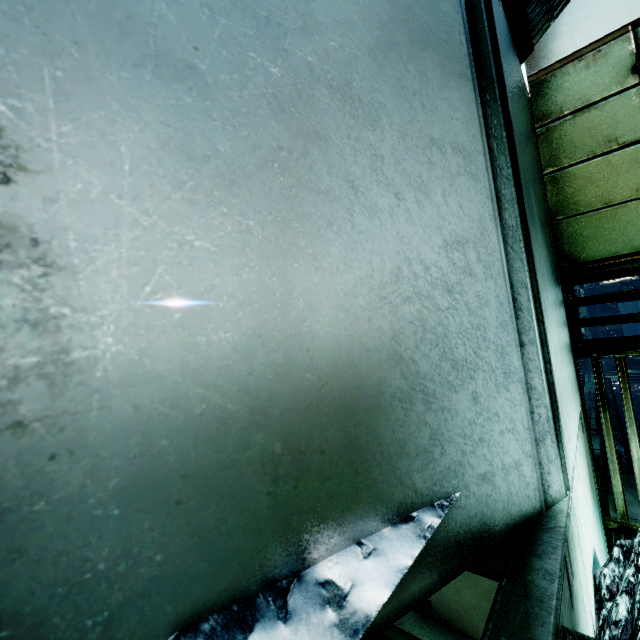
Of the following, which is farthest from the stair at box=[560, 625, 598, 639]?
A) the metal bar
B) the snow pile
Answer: the metal bar

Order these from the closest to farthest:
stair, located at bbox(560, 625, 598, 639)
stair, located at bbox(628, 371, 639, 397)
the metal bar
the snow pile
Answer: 1. stair, located at bbox(560, 625, 598, 639)
2. the snow pile
3. the metal bar
4. stair, located at bbox(628, 371, 639, 397)

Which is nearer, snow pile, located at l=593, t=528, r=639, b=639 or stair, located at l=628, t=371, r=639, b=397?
snow pile, located at l=593, t=528, r=639, b=639

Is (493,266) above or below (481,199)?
below

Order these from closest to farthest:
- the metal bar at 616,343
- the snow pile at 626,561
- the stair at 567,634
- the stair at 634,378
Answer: the stair at 567,634 → the snow pile at 626,561 → the metal bar at 616,343 → the stair at 634,378

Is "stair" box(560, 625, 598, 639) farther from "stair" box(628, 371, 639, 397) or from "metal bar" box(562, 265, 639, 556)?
"stair" box(628, 371, 639, 397)

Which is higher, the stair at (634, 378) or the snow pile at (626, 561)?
the snow pile at (626, 561)

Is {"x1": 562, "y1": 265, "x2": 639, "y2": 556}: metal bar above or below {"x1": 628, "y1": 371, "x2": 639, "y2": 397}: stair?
above
